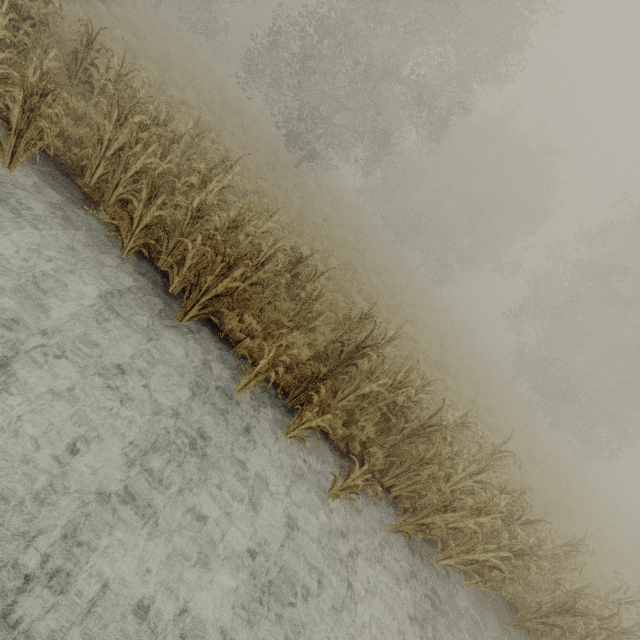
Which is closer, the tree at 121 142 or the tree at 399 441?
the tree at 121 142

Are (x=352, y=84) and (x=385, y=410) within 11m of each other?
no

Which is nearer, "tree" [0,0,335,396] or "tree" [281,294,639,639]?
"tree" [0,0,335,396]
